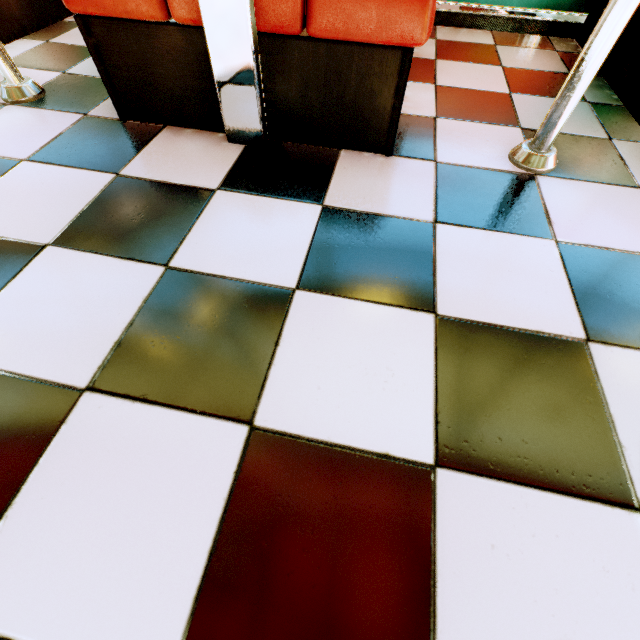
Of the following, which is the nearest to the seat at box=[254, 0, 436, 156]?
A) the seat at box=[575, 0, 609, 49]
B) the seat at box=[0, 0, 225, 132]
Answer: the seat at box=[0, 0, 225, 132]

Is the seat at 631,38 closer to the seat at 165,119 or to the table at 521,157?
the table at 521,157

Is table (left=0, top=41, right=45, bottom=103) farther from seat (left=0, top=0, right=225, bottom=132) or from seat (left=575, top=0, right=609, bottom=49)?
seat (left=575, top=0, right=609, bottom=49)

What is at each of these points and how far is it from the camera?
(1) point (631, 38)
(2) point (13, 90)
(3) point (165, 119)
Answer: (1) seat, 1.4 meters
(2) table, 1.3 meters
(3) seat, 1.2 meters

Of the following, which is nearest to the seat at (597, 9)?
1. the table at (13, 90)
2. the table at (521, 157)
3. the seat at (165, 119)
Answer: the table at (521, 157)

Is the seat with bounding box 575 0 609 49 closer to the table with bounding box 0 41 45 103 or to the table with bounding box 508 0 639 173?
the table with bounding box 508 0 639 173

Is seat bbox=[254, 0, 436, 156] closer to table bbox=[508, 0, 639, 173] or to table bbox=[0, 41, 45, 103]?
table bbox=[508, 0, 639, 173]
